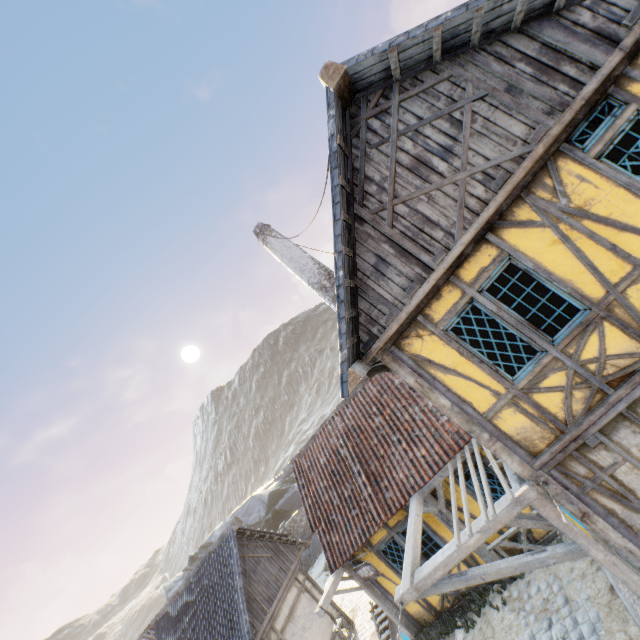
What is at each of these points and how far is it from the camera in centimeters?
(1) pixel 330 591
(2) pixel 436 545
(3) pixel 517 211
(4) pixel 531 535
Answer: (1) street light, 871cm
(2) building, 859cm
(3) building, 466cm
(4) building, 779cm

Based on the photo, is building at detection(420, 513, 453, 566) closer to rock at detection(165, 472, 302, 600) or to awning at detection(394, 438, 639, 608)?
awning at detection(394, 438, 639, 608)

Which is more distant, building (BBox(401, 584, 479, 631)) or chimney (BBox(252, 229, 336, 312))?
chimney (BBox(252, 229, 336, 312))

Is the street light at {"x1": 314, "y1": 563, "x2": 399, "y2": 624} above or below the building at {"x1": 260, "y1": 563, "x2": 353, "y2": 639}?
above

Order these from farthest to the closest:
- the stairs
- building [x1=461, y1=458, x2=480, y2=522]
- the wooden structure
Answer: the stairs < building [x1=461, y1=458, x2=480, y2=522] < the wooden structure

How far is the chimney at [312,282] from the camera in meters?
10.8

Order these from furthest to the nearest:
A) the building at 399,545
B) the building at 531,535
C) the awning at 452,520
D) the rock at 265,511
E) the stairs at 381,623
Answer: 1. the rock at 265,511
2. the stairs at 381,623
3. the building at 399,545
4. the building at 531,535
5. the awning at 452,520

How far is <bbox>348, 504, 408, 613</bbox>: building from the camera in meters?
8.9
